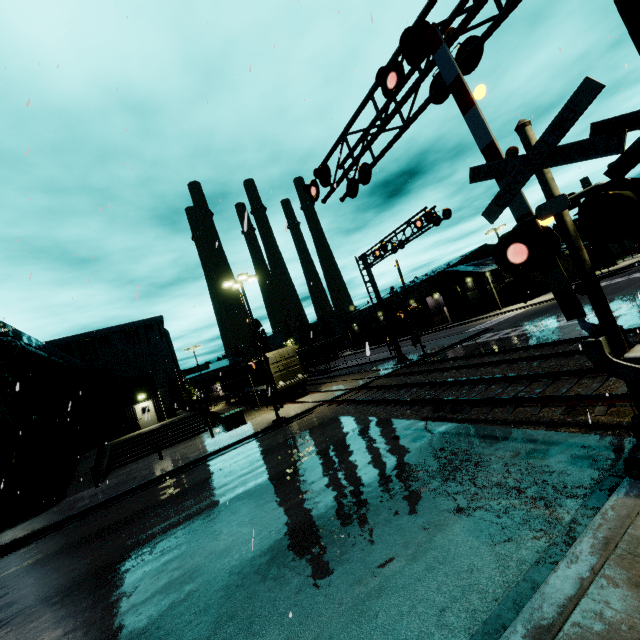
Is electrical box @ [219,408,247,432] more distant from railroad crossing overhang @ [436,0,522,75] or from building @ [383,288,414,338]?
railroad crossing overhang @ [436,0,522,75]

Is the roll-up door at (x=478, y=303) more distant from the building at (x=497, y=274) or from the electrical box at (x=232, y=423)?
the electrical box at (x=232, y=423)

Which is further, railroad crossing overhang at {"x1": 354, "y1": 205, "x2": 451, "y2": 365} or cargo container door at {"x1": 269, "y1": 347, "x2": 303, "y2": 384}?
cargo container door at {"x1": 269, "y1": 347, "x2": 303, "y2": 384}

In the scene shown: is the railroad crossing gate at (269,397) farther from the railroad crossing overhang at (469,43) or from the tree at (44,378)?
the tree at (44,378)

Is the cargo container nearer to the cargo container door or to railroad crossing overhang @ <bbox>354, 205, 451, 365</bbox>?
the cargo container door

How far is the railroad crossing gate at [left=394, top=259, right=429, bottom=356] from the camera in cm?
2398

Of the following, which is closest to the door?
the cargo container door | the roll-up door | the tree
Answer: the tree

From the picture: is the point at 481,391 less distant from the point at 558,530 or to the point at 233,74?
the point at 558,530
